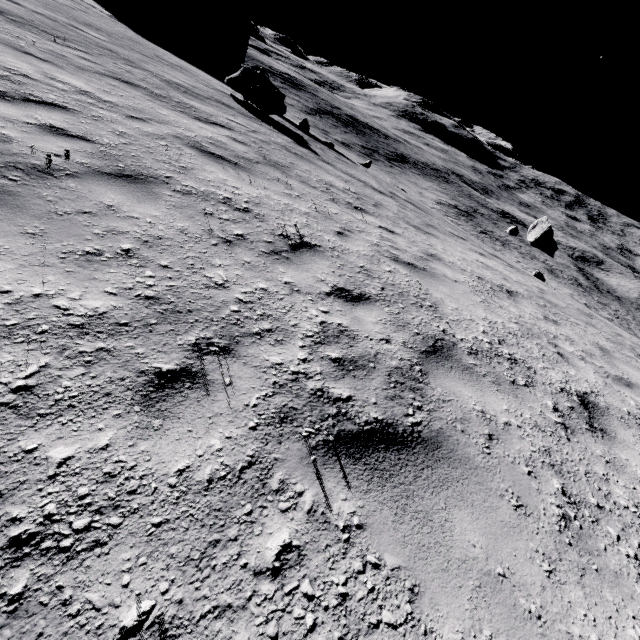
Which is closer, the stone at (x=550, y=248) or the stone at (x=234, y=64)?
the stone at (x=234, y=64)

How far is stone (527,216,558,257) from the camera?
24.0 meters

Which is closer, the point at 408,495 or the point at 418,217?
the point at 408,495

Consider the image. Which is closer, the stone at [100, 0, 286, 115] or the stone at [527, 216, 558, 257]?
the stone at [100, 0, 286, 115]

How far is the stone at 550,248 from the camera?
24.0m
